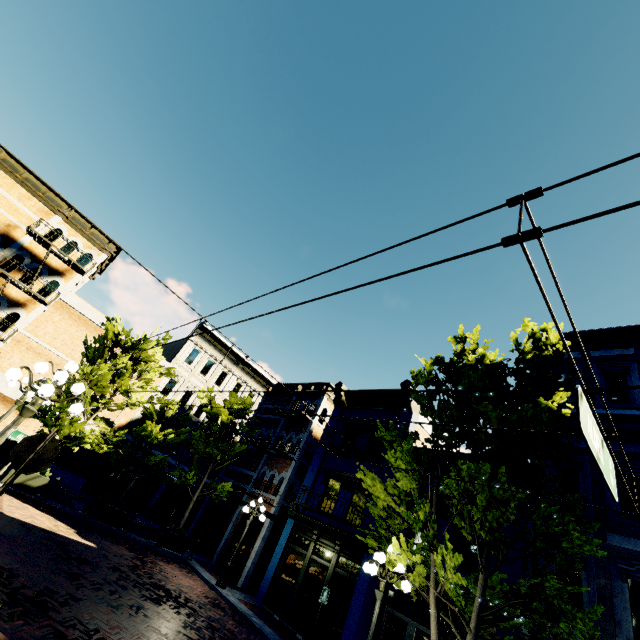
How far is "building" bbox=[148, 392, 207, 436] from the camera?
24.8m

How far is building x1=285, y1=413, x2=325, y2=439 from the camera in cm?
2075

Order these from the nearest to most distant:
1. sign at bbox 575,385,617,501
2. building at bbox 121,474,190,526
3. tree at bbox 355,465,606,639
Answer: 1. sign at bbox 575,385,617,501
2. tree at bbox 355,465,606,639
3. building at bbox 121,474,190,526

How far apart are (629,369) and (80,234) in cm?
2818

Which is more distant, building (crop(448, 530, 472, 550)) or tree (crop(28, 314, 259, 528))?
tree (crop(28, 314, 259, 528))

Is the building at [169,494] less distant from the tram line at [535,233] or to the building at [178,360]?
the building at [178,360]

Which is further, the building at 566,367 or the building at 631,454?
the building at 566,367

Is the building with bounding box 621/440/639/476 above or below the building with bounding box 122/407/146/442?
above
